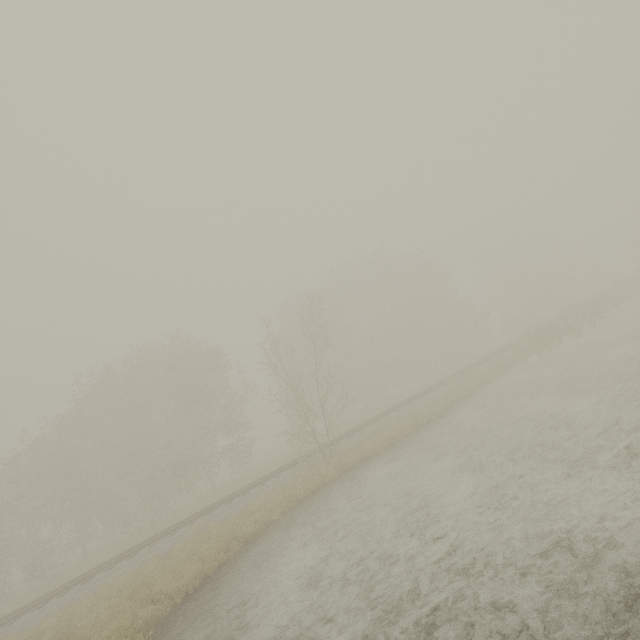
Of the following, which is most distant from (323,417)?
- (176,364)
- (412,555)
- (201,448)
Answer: (201,448)
